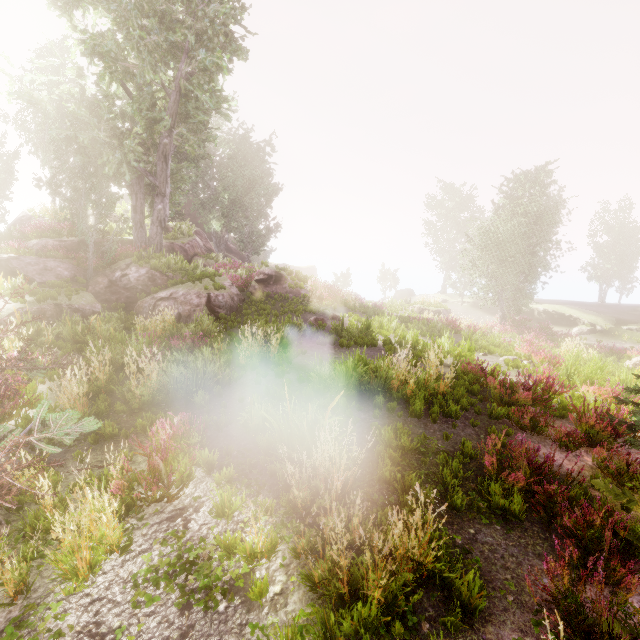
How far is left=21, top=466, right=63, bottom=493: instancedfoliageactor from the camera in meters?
4.2 m

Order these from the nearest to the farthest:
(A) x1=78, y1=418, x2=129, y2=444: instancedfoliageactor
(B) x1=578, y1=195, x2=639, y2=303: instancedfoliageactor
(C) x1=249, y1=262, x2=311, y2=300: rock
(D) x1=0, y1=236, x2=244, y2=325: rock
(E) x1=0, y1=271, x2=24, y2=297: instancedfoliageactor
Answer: (A) x1=78, y1=418, x2=129, y2=444: instancedfoliageactor < (E) x1=0, y1=271, x2=24, y2=297: instancedfoliageactor < (D) x1=0, y1=236, x2=244, y2=325: rock < (C) x1=249, y1=262, x2=311, y2=300: rock < (B) x1=578, y1=195, x2=639, y2=303: instancedfoliageactor

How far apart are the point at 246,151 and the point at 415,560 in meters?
41.3 m

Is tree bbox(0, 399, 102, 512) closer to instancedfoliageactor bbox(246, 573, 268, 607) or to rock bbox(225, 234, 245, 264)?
instancedfoliageactor bbox(246, 573, 268, 607)

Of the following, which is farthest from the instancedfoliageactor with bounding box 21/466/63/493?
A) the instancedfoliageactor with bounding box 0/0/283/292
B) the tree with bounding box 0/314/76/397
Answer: the instancedfoliageactor with bounding box 0/0/283/292

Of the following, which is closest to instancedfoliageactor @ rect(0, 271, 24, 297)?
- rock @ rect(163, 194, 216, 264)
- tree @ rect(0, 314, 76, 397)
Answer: rock @ rect(163, 194, 216, 264)

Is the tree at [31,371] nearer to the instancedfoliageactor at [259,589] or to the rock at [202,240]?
the instancedfoliageactor at [259,589]
